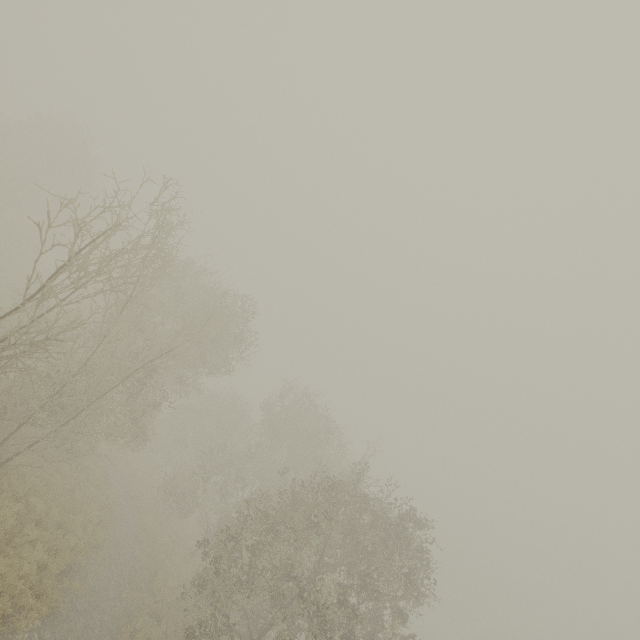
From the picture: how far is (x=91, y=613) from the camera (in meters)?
12.02
